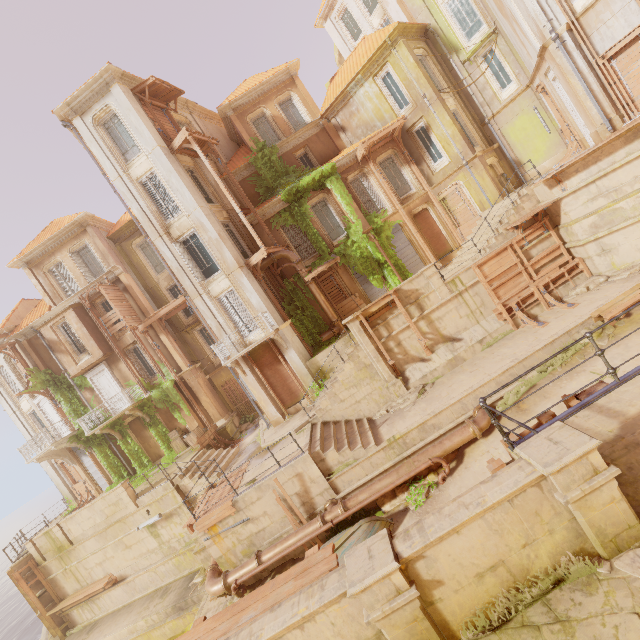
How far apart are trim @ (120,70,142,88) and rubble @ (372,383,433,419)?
21.6 meters

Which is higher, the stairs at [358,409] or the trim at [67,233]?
the trim at [67,233]

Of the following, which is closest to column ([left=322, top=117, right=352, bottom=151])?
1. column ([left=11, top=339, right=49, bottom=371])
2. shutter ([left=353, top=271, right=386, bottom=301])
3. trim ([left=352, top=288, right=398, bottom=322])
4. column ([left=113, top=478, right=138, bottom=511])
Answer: shutter ([left=353, top=271, right=386, bottom=301])

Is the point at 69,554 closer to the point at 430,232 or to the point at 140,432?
the point at 140,432

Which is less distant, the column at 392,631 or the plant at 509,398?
the column at 392,631

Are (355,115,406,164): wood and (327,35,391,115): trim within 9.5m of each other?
yes

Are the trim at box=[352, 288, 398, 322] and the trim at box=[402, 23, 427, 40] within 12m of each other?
no

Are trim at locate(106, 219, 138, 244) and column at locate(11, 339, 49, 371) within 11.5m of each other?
yes
